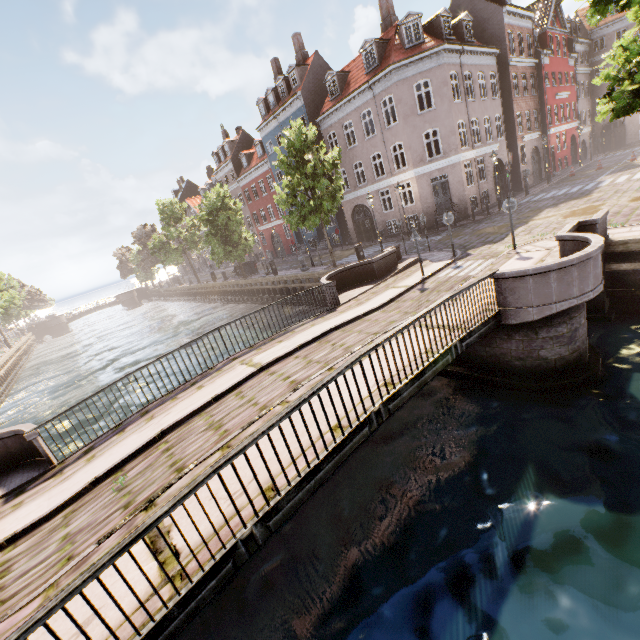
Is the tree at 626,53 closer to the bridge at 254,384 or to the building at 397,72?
the bridge at 254,384

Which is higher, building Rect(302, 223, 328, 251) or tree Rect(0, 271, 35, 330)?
tree Rect(0, 271, 35, 330)

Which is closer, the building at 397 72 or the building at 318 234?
the building at 397 72

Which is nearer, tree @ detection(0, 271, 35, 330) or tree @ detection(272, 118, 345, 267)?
tree @ detection(272, 118, 345, 267)

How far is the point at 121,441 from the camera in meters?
7.3 m

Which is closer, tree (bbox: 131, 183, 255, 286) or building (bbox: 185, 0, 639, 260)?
building (bbox: 185, 0, 639, 260)

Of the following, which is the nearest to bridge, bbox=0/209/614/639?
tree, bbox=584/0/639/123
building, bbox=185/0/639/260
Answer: tree, bbox=584/0/639/123

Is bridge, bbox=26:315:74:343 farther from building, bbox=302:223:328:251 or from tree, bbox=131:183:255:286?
building, bbox=302:223:328:251
